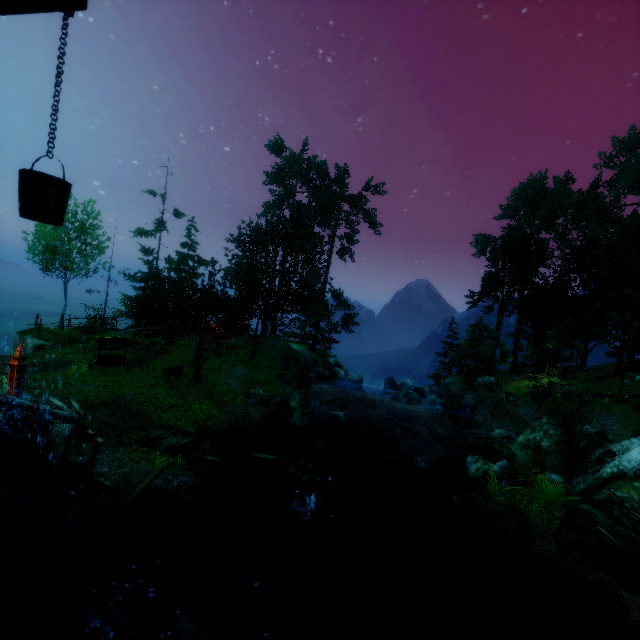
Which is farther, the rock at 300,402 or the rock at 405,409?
the rock at 300,402

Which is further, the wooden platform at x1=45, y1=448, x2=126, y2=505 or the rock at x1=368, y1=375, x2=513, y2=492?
the rock at x1=368, y1=375, x2=513, y2=492

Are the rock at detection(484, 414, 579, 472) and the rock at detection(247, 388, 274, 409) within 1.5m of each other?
no

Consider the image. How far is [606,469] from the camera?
11.80m

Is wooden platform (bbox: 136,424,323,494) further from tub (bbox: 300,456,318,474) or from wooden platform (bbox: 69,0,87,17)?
wooden platform (bbox: 69,0,87,17)

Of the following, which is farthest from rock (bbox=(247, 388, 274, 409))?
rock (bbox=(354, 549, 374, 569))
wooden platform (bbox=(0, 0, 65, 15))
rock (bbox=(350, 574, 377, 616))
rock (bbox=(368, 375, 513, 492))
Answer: wooden platform (bbox=(0, 0, 65, 15))

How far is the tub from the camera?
11.5m

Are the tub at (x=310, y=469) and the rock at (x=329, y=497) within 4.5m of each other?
yes
